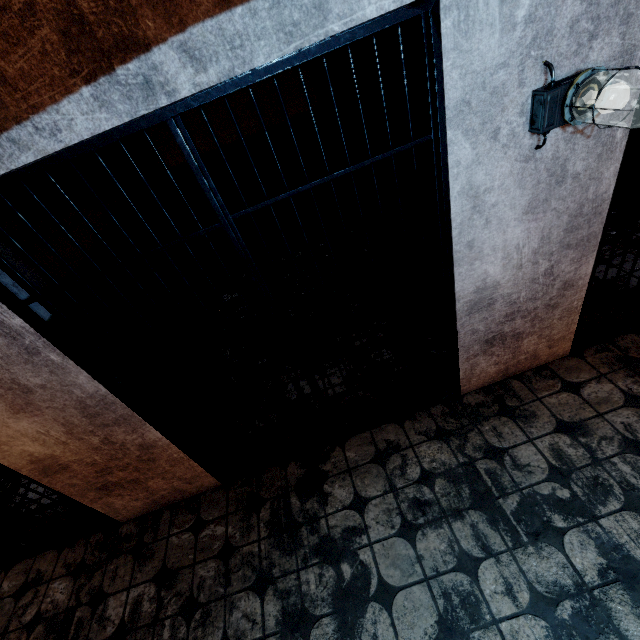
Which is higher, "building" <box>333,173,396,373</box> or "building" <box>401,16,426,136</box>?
"building" <box>401,16,426,136</box>

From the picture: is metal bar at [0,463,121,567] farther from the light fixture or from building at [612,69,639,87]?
the light fixture

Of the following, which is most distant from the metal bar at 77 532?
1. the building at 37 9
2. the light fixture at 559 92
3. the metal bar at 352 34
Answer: the light fixture at 559 92

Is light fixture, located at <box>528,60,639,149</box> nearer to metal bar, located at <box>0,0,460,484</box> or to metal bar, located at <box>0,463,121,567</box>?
metal bar, located at <box>0,0,460,484</box>

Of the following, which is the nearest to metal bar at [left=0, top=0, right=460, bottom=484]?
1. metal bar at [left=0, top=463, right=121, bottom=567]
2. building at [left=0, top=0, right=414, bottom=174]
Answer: building at [left=0, top=0, right=414, bottom=174]

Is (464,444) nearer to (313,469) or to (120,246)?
(313,469)

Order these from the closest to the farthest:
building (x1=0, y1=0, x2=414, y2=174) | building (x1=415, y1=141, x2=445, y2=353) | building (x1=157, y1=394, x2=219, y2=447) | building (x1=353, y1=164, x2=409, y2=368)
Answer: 1. building (x1=0, y1=0, x2=414, y2=174)
2. building (x1=415, y1=141, x2=445, y2=353)
3. building (x1=157, y1=394, x2=219, y2=447)
4. building (x1=353, y1=164, x2=409, y2=368)

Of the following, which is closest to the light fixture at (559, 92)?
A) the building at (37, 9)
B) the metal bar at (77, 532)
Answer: the building at (37, 9)
